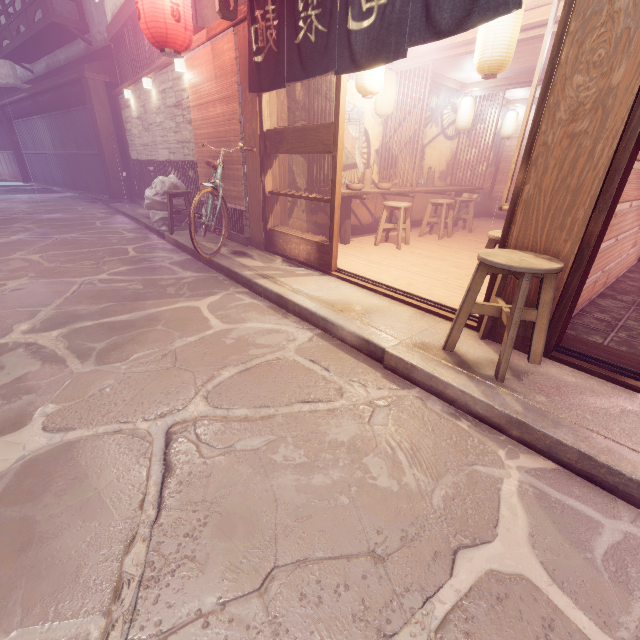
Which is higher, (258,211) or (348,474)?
(258,211)

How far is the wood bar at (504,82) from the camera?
11.0 meters

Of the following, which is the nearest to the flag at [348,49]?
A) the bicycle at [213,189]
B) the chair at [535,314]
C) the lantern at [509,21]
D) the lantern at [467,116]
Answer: the bicycle at [213,189]

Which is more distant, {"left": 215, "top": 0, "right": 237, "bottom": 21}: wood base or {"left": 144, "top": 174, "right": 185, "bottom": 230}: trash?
{"left": 144, "top": 174, "right": 185, "bottom": 230}: trash

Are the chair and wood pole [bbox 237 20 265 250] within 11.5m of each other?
yes

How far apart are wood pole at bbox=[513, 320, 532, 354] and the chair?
0.03m

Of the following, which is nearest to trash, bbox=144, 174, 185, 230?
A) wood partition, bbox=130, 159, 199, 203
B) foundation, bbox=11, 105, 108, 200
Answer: wood partition, bbox=130, 159, 199, 203

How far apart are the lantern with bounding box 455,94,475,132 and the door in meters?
8.6
